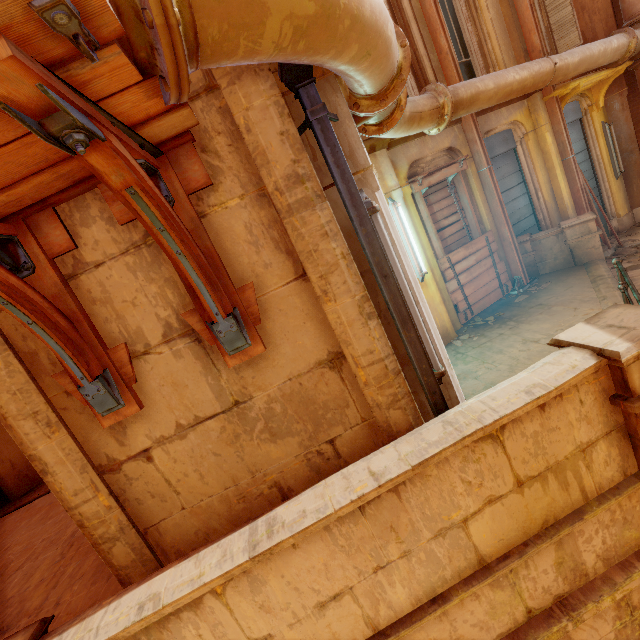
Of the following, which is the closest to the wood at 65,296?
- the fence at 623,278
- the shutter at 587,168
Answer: the fence at 623,278

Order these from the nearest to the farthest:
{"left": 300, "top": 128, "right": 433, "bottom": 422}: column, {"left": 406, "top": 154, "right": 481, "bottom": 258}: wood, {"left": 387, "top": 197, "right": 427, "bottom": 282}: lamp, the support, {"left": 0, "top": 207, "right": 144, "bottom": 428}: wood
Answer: {"left": 0, "top": 207, "right": 144, "bottom": 428}: wood, {"left": 300, "top": 128, "right": 433, "bottom": 422}: column, {"left": 387, "top": 197, "right": 427, "bottom": 282}: lamp, {"left": 406, "top": 154, "right": 481, "bottom": 258}: wood, the support

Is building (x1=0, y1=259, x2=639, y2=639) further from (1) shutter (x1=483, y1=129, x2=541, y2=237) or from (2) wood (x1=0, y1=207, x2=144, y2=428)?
(2) wood (x1=0, y1=207, x2=144, y2=428)

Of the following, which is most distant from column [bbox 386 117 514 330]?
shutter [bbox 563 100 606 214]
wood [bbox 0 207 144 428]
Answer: wood [bbox 0 207 144 428]

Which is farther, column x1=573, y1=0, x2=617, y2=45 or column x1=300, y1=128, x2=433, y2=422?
column x1=573, y1=0, x2=617, y2=45

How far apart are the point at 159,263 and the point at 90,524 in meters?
2.1 m

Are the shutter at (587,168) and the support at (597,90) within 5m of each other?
yes

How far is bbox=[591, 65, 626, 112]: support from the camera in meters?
8.1 m
